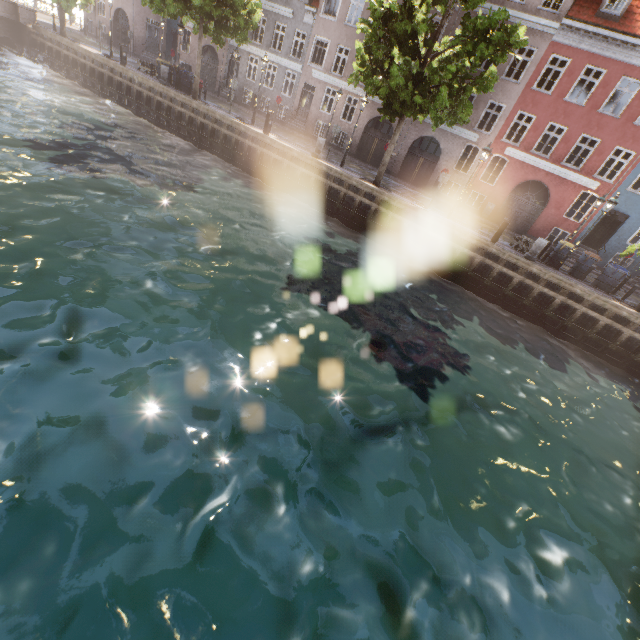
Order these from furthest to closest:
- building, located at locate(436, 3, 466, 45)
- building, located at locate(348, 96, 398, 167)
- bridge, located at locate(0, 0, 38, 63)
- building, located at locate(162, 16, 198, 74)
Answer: building, located at locate(162, 16, 198, 74)
building, located at locate(348, 96, 398, 167)
bridge, located at locate(0, 0, 38, 63)
building, located at locate(436, 3, 466, 45)

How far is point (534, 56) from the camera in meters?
19.5 m

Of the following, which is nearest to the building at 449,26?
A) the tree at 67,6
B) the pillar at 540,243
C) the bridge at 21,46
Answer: the tree at 67,6

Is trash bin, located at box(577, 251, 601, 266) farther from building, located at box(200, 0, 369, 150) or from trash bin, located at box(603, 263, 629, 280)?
building, located at box(200, 0, 369, 150)

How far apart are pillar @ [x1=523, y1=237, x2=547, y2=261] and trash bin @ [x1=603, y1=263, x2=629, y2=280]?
3.5m

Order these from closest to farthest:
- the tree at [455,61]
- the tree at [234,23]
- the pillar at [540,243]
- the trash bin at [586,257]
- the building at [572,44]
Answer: the tree at [455,61] < the pillar at [540,243] < the trash bin at [586,257] < the tree at [234,23] < the building at [572,44]

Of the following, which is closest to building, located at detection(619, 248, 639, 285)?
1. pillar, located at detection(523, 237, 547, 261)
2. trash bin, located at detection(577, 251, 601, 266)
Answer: trash bin, located at detection(577, 251, 601, 266)

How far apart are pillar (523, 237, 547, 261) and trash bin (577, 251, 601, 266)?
2.5 meters
